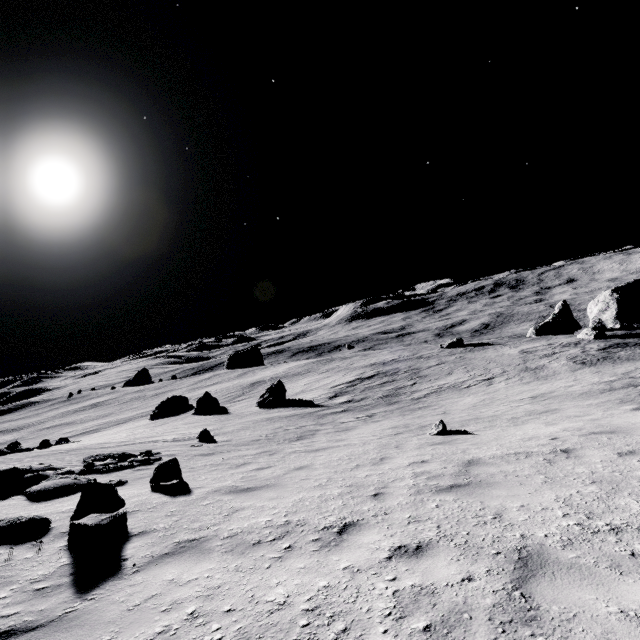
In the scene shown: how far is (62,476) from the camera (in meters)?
8.16

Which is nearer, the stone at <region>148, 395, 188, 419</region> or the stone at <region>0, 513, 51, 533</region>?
the stone at <region>0, 513, 51, 533</region>

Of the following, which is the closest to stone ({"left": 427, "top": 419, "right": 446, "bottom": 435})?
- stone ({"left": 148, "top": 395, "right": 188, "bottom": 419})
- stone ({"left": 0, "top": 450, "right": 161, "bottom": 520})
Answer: stone ({"left": 0, "top": 450, "right": 161, "bottom": 520})

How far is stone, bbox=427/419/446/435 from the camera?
11.0m

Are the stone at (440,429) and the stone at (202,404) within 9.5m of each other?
no

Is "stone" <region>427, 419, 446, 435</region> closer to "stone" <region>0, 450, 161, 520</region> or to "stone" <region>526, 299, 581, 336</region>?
"stone" <region>0, 450, 161, 520</region>

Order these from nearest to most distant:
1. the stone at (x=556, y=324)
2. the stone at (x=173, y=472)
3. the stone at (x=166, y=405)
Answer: the stone at (x=173, y=472)
the stone at (x=166, y=405)
the stone at (x=556, y=324)

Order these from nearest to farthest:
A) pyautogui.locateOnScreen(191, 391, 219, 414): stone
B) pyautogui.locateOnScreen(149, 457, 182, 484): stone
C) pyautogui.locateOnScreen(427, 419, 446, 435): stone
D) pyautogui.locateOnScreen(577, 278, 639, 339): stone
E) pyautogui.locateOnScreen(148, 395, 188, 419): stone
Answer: pyautogui.locateOnScreen(149, 457, 182, 484): stone < pyautogui.locateOnScreen(427, 419, 446, 435): stone < pyautogui.locateOnScreen(191, 391, 219, 414): stone < pyautogui.locateOnScreen(577, 278, 639, 339): stone < pyautogui.locateOnScreen(148, 395, 188, 419): stone
